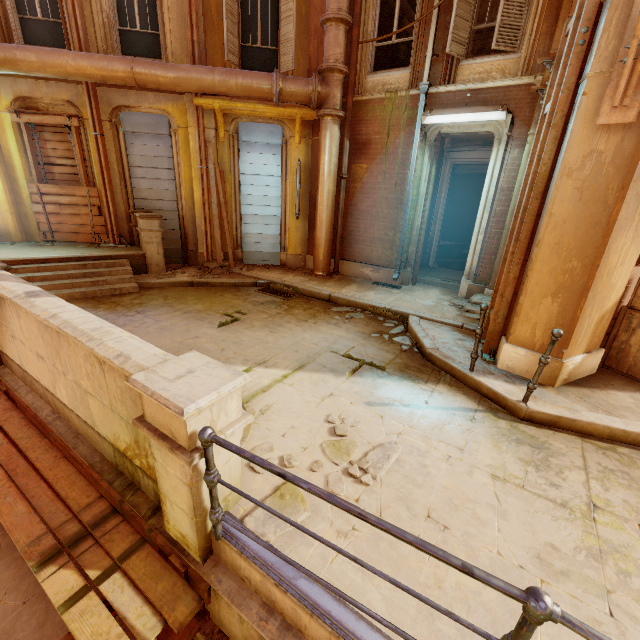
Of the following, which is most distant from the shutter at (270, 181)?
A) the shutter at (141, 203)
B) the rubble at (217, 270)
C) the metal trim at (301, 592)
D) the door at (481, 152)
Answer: the metal trim at (301, 592)

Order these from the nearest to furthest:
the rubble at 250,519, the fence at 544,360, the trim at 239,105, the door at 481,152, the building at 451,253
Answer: the rubble at 250,519
the fence at 544,360
the trim at 239,105
the door at 481,152
the building at 451,253

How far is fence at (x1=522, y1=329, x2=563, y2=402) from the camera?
3.48m

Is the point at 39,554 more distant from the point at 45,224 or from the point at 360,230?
the point at 45,224

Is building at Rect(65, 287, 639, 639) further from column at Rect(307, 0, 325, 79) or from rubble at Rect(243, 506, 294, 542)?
column at Rect(307, 0, 325, 79)

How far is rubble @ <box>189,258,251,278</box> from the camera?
8.66m

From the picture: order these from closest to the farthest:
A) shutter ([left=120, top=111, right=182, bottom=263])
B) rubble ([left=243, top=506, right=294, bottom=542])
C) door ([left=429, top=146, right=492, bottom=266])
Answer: rubble ([left=243, top=506, right=294, bottom=542]) → shutter ([left=120, top=111, right=182, bottom=263]) → door ([left=429, top=146, right=492, bottom=266])

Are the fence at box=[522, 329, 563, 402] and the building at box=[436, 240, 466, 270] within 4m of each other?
no
